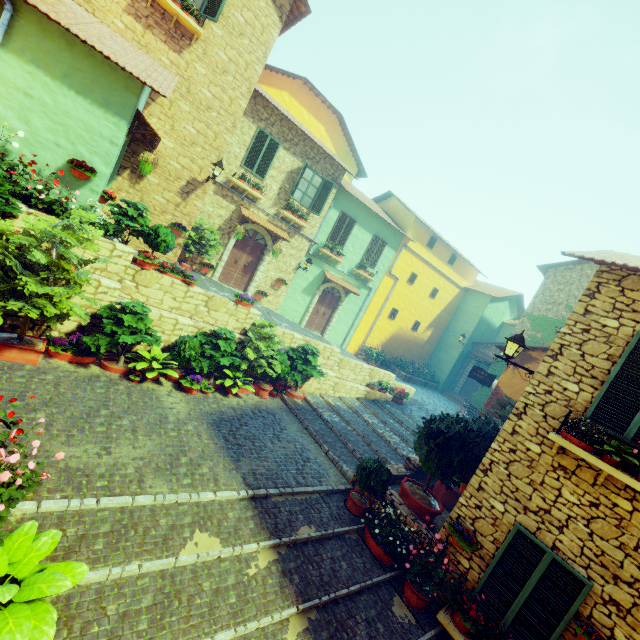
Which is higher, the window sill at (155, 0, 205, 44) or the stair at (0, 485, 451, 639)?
the window sill at (155, 0, 205, 44)

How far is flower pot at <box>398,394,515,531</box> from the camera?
6.90m

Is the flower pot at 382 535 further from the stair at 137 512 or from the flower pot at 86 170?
the flower pot at 86 170

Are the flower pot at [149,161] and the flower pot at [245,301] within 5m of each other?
yes

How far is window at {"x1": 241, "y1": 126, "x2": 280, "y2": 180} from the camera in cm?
1270

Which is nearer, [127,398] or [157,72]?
[127,398]

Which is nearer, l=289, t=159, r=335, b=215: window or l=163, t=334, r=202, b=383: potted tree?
l=163, t=334, r=202, b=383: potted tree

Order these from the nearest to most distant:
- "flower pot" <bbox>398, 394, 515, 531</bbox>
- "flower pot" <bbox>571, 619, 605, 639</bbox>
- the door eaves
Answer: "flower pot" <bbox>571, 619, 605, 639</bbox> → "flower pot" <bbox>398, 394, 515, 531</bbox> → the door eaves
